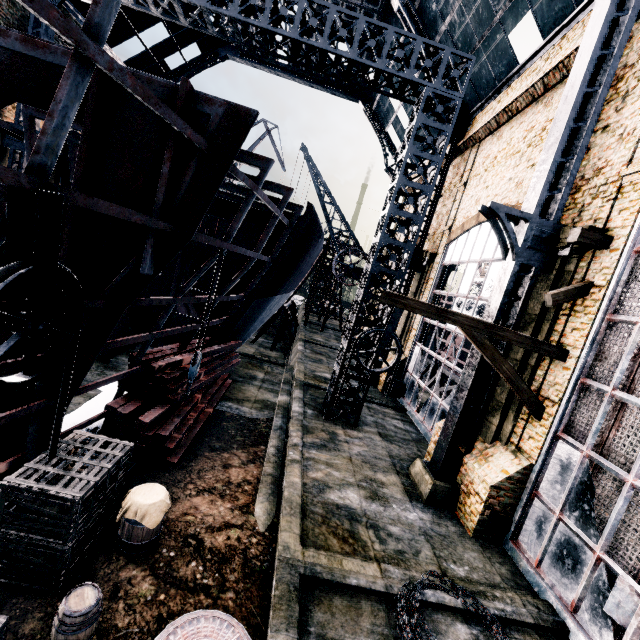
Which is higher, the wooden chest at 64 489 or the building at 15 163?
the building at 15 163

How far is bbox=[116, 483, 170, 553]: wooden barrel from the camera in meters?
6.4

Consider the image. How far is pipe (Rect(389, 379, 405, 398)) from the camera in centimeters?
2036cm

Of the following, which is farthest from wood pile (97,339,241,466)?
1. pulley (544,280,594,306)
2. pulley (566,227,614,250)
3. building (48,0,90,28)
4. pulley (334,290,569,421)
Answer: building (48,0,90,28)

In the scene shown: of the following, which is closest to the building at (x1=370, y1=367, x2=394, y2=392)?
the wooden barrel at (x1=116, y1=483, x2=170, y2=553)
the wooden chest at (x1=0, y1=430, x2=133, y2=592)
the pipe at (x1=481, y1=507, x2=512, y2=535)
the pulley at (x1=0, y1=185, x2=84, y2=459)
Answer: the pipe at (x1=481, y1=507, x2=512, y2=535)

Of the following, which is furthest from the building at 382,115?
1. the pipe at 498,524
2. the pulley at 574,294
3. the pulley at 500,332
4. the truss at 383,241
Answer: the pipe at 498,524

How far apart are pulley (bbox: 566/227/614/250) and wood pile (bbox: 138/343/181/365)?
12.7 meters

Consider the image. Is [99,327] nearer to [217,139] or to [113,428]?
[113,428]
